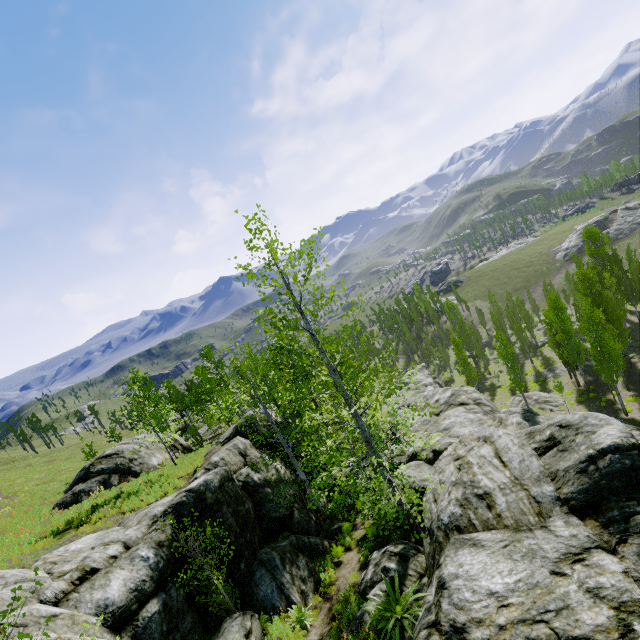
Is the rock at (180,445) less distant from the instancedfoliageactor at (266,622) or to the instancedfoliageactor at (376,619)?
the instancedfoliageactor at (266,622)

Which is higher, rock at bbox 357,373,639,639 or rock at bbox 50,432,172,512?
rock at bbox 50,432,172,512

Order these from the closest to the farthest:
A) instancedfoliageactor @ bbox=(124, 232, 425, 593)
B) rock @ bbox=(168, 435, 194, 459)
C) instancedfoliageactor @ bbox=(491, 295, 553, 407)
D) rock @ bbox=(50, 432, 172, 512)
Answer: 1. instancedfoliageactor @ bbox=(124, 232, 425, 593)
2. rock @ bbox=(50, 432, 172, 512)
3. rock @ bbox=(168, 435, 194, 459)
4. instancedfoliageactor @ bbox=(491, 295, 553, 407)

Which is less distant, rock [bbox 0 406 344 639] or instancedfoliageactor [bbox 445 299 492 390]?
rock [bbox 0 406 344 639]

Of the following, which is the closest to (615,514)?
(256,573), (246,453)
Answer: (256,573)

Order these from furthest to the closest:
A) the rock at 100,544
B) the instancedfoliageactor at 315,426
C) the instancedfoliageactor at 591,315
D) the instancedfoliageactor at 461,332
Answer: the instancedfoliageactor at 461,332 → the instancedfoliageactor at 591,315 → the instancedfoliageactor at 315,426 → the rock at 100,544

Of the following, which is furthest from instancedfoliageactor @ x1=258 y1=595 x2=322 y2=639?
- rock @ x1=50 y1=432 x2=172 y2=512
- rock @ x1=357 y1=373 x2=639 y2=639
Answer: rock @ x1=50 y1=432 x2=172 y2=512

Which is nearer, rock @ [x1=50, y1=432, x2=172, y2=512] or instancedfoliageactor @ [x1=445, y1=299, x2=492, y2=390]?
rock @ [x1=50, y1=432, x2=172, y2=512]
